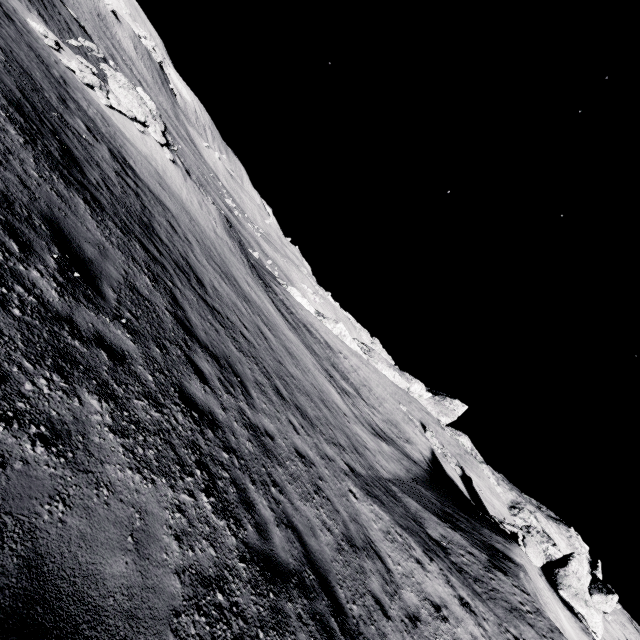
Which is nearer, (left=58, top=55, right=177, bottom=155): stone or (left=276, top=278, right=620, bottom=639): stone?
(left=58, top=55, right=177, bottom=155): stone

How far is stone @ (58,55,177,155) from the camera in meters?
14.3 m

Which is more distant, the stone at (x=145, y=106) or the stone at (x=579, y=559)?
the stone at (x=579, y=559)

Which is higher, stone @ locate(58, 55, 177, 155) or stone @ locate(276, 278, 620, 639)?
stone @ locate(276, 278, 620, 639)

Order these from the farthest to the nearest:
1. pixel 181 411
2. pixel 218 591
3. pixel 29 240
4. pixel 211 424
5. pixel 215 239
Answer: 1. pixel 215 239
2. pixel 211 424
3. pixel 181 411
4. pixel 29 240
5. pixel 218 591

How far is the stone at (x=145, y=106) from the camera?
14.3 meters
